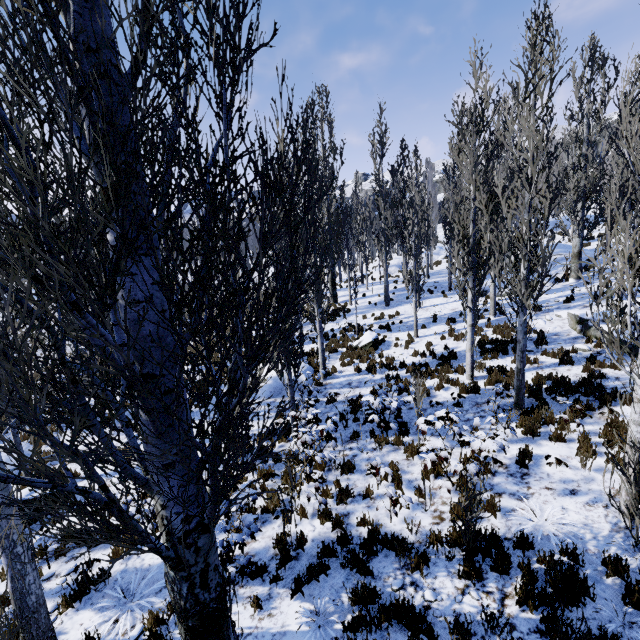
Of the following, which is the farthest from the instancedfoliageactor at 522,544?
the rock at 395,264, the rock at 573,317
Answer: the rock at 573,317

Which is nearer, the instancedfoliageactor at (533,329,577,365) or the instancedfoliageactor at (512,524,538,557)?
the instancedfoliageactor at (512,524,538,557)

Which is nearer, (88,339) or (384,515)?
(88,339)

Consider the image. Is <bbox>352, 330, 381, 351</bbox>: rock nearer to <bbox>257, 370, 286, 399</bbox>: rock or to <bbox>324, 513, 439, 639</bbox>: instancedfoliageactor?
<bbox>324, 513, 439, 639</bbox>: instancedfoliageactor

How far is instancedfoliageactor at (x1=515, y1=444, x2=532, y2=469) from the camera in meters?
7.3

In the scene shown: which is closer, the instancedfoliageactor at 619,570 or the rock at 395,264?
the instancedfoliageactor at 619,570

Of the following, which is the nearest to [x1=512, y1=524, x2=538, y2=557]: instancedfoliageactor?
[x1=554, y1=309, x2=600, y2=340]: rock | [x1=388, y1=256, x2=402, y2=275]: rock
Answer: [x1=388, y1=256, x2=402, y2=275]: rock
